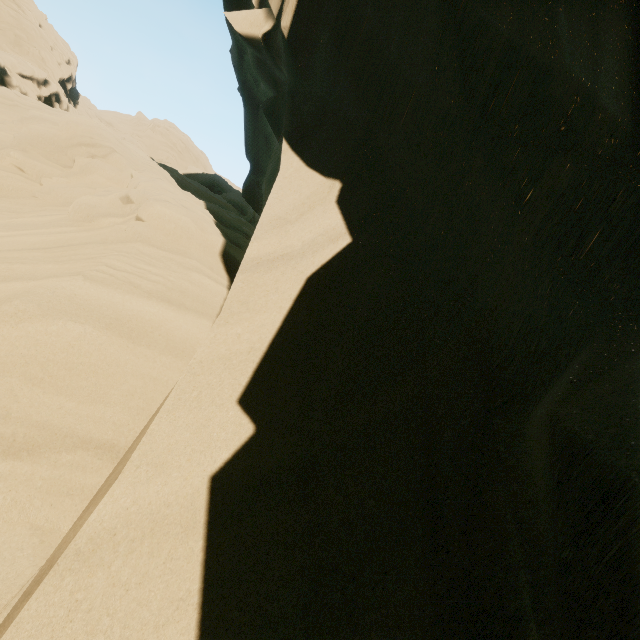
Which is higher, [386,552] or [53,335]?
[386,552]
